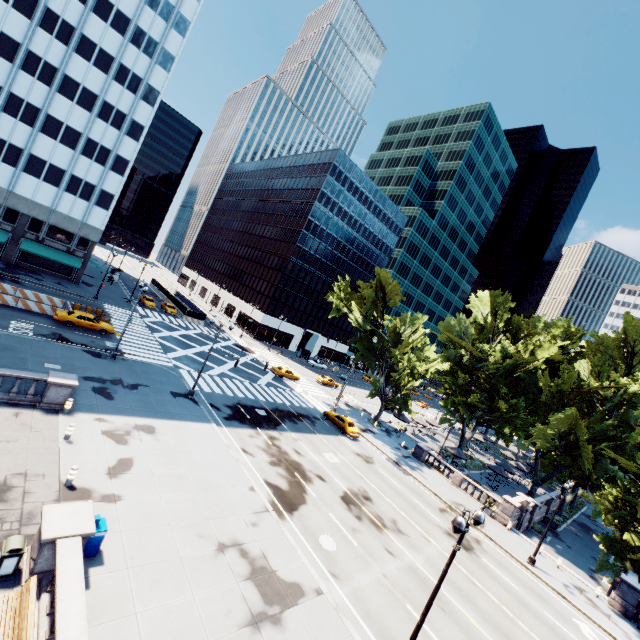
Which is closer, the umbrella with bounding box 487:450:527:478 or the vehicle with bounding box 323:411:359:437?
the vehicle with bounding box 323:411:359:437

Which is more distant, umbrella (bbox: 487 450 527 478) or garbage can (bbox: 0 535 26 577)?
umbrella (bbox: 487 450 527 478)

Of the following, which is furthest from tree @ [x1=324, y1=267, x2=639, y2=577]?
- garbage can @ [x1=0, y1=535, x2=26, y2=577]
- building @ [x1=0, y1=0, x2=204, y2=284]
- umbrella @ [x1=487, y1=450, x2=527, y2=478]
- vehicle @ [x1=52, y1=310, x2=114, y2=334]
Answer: building @ [x1=0, y1=0, x2=204, y2=284]

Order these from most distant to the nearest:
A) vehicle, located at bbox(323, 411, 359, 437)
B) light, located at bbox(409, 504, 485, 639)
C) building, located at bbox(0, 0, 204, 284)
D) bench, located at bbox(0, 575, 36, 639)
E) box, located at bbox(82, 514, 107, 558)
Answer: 1. building, located at bbox(0, 0, 204, 284)
2. vehicle, located at bbox(323, 411, 359, 437)
3. box, located at bbox(82, 514, 107, 558)
4. light, located at bbox(409, 504, 485, 639)
5. bench, located at bbox(0, 575, 36, 639)

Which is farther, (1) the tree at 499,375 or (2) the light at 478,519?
(1) the tree at 499,375

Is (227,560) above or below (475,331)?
below

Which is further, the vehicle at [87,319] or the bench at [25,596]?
the vehicle at [87,319]

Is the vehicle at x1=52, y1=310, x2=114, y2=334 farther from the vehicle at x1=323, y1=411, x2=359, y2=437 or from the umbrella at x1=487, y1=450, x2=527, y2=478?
the umbrella at x1=487, y1=450, x2=527, y2=478
